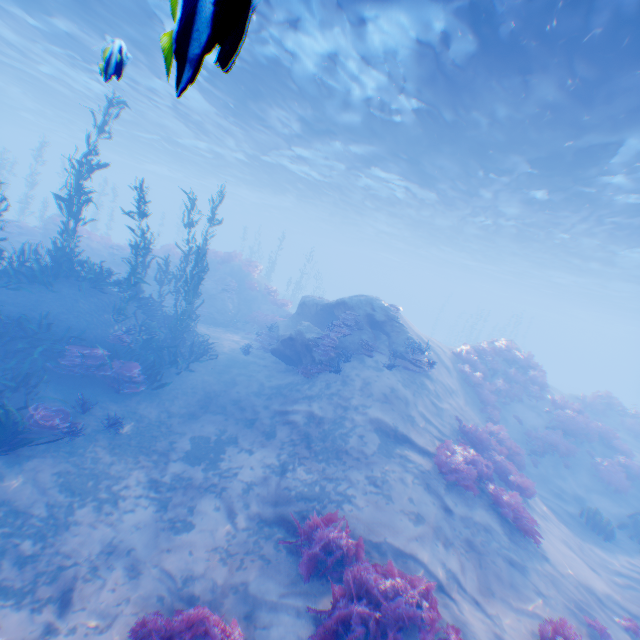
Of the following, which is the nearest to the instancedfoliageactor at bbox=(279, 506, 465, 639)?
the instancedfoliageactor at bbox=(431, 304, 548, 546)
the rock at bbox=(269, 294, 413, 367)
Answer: the rock at bbox=(269, 294, 413, 367)

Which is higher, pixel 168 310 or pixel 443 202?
pixel 443 202

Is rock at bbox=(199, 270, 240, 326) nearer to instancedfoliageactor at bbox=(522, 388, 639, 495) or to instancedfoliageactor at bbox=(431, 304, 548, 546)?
instancedfoliageactor at bbox=(431, 304, 548, 546)

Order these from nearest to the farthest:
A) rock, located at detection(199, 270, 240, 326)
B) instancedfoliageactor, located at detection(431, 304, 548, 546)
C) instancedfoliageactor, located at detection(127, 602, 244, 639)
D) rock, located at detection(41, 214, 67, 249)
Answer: instancedfoliageactor, located at detection(127, 602, 244, 639)
instancedfoliageactor, located at detection(431, 304, 548, 546)
rock, located at detection(41, 214, 67, 249)
rock, located at detection(199, 270, 240, 326)

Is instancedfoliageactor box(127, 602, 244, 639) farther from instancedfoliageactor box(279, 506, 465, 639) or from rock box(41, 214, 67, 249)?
rock box(41, 214, 67, 249)

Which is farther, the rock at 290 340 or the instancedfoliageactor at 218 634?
the rock at 290 340

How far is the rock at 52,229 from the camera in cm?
1950

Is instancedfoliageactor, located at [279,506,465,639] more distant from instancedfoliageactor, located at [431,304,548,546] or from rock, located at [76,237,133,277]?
rock, located at [76,237,133,277]
